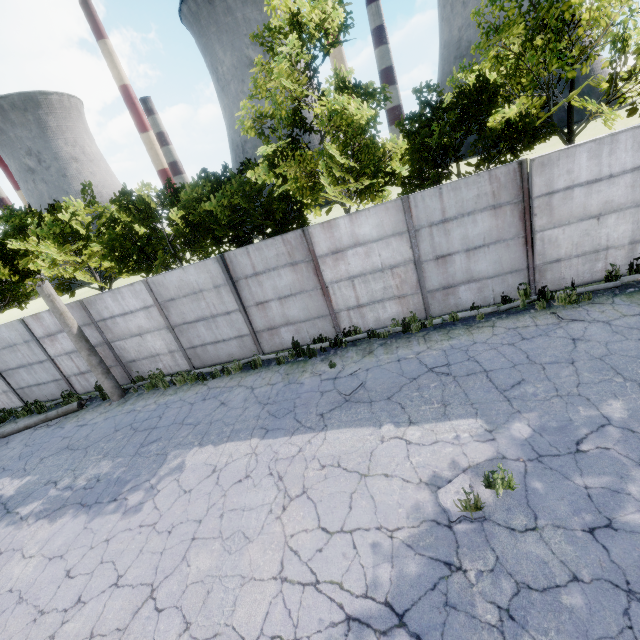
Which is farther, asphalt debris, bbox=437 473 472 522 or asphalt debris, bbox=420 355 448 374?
asphalt debris, bbox=420 355 448 374

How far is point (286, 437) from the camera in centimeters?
717cm

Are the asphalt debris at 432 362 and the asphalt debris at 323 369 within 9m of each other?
yes

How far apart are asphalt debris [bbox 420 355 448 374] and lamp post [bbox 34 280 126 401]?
10.7m

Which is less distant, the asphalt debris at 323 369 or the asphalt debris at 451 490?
the asphalt debris at 451 490

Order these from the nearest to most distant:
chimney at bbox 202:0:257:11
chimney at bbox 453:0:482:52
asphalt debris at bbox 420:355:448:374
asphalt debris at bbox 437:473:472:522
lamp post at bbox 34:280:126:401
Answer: asphalt debris at bbox 437:473:472:522 < asphalt debris at bbox 420:355:448:374 < lamp post at bbox 34:280:126:401 < chimney at bbox 453:0:482:52 < chimney at bbox 202:0:257:11

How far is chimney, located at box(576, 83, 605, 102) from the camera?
54.75m

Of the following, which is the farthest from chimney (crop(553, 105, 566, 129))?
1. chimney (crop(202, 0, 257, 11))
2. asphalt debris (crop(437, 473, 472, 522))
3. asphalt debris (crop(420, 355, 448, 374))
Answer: asphalt debris (crop(437, 473, 472, 522))
